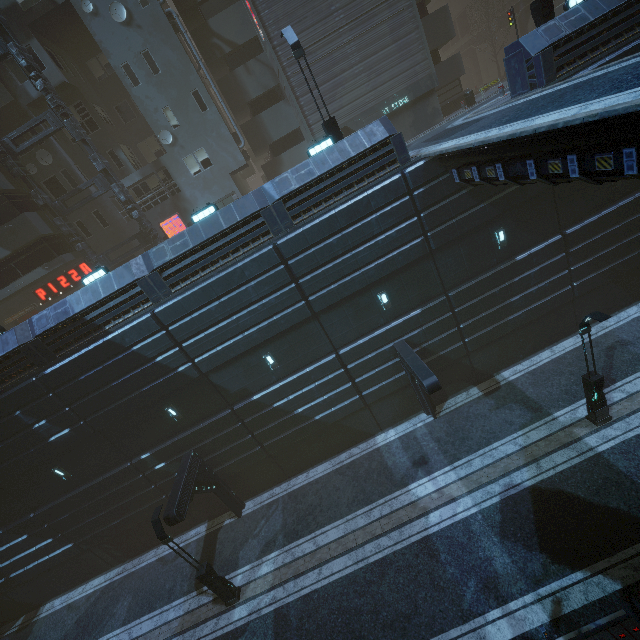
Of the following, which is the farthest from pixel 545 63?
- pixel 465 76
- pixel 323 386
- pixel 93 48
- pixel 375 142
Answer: pixel 465 76

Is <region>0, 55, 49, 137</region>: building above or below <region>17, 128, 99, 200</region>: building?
above

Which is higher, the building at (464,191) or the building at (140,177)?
the building at (140,177)

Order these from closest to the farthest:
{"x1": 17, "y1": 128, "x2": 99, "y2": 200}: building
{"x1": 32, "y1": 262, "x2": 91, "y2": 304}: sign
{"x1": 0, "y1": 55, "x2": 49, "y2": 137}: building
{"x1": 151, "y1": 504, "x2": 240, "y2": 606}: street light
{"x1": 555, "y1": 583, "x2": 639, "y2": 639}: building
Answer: {"x1": 555, "y1": 583, "x2": 639, "y2": 639}: building < {"x1": 151, "y1": 504, "x2": 240, "y2": 606}: street light < {"x1": 0, "y1": 55, "x2": 49, "y2": 137}: building < {"x1": 17, "y1": 128, "x2": 99, "y2": 200}: building < {"x1": 32, "y1": 262, "x2": 91, "y2": 304}: sign

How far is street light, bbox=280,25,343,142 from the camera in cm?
1338

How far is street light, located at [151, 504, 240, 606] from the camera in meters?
12.4 m

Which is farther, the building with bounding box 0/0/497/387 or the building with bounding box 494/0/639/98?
the building with bounding box 0/0/497/387

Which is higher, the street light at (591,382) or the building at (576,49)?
the building at (576,49)
